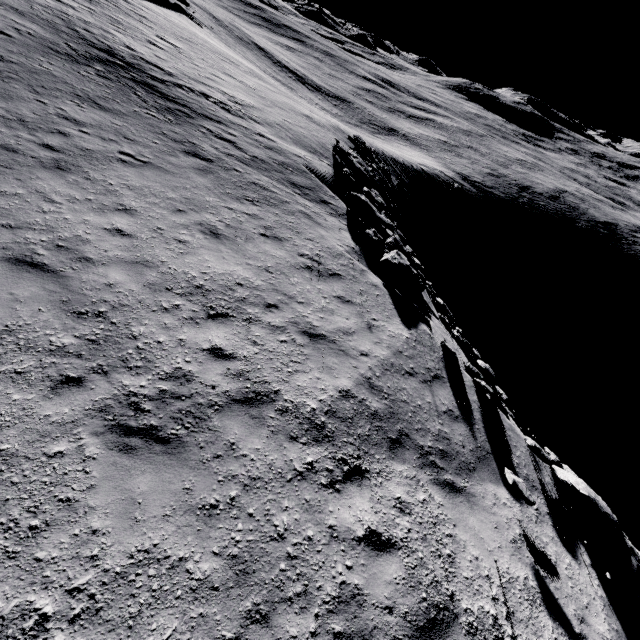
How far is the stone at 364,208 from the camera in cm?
1119

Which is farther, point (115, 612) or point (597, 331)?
point (597, 331)

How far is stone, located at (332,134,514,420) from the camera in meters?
11.2 m

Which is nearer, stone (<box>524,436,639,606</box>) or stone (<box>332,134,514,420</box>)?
stone (<box>524,436,639,606</box>)

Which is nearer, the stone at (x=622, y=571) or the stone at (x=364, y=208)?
the stone at (x=622, y=571)
